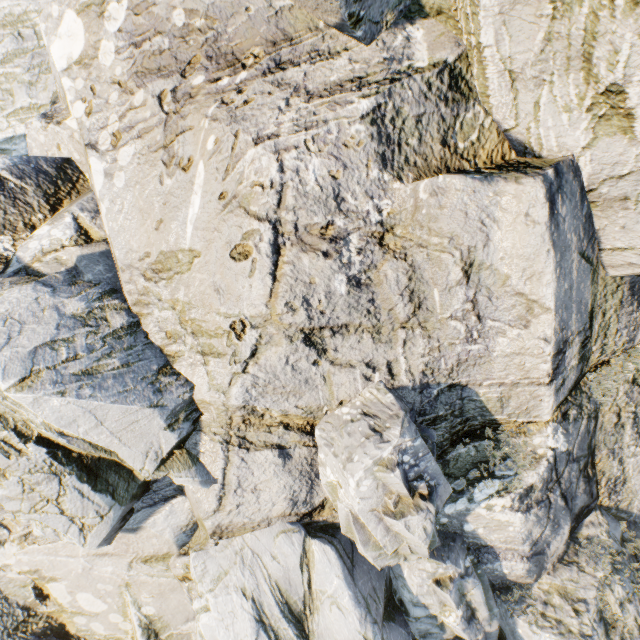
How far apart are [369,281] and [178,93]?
5.0 meters
